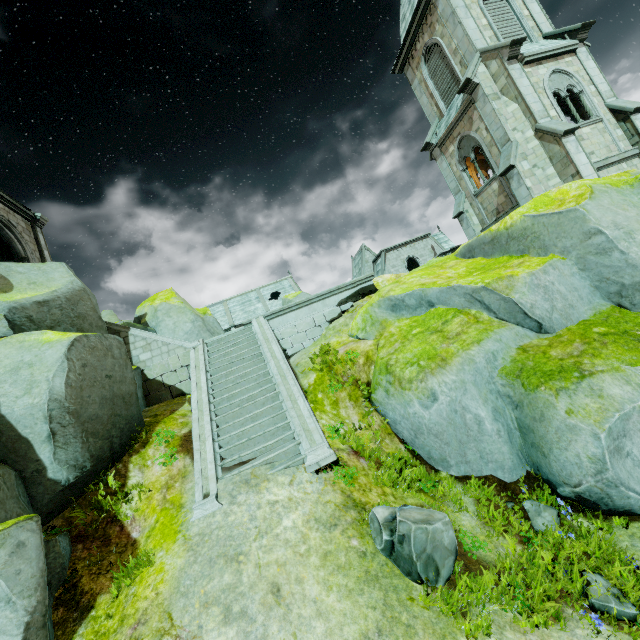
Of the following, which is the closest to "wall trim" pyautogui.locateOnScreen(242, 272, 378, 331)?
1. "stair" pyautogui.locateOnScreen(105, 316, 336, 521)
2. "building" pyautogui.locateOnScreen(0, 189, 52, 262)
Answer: "stair" pyautogui.locateOnScreen(105, 316, 336, 521)

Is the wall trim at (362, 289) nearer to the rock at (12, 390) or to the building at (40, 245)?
the rock at (12, 390)

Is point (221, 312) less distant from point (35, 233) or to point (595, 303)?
point (35, 233)

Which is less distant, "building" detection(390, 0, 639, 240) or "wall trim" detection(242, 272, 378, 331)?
"wall trim" detection(242, 272, 378, 331)

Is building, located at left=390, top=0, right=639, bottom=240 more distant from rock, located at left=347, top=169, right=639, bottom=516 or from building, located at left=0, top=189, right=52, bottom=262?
building, located at left=0, top=189, right=52, bottom=262

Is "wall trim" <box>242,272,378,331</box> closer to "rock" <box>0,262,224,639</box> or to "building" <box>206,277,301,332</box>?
"rock" <box>0,262,224,639</box>

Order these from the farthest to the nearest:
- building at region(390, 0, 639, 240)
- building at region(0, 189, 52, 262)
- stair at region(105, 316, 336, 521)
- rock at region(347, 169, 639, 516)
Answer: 1. building at region(390, 0, 639, 240)
2. building at region(0, 189, 52, 262)
3. stair at region(105, 316, 336, 521)
4. rock at region(347, 169, 639, 516)

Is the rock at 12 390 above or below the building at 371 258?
below
